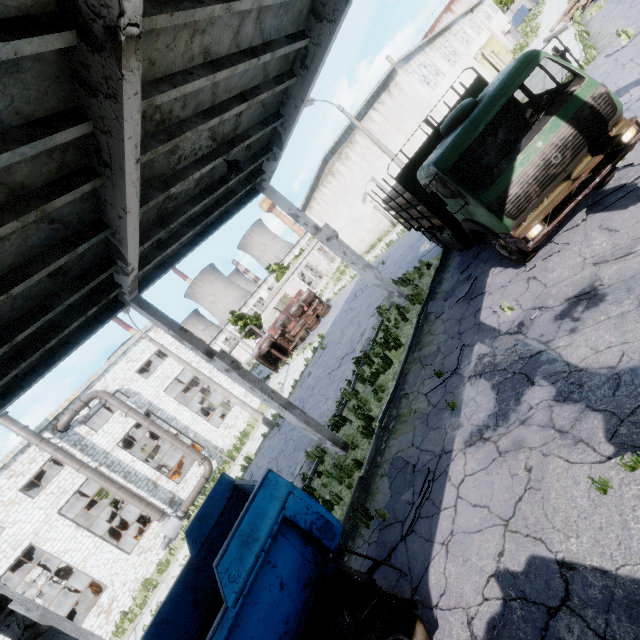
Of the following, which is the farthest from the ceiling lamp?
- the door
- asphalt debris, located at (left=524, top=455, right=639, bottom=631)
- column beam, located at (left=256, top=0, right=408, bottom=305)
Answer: the door

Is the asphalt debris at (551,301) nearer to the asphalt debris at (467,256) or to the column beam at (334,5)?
the asphalt debris at (467,256)

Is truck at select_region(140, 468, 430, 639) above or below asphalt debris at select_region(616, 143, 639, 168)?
above

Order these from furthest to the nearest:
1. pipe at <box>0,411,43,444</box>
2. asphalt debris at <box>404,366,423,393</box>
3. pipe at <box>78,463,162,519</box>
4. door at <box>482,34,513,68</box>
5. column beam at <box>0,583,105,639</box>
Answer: door at <box>482,34,513,68</box>, pipe at <box>78,463,162,519</box>, pipe at <box>0,411,43,444</box>, asphalt debris at <box>404,366,423,393</box>, column beam at <box>0,583,105,639</box>

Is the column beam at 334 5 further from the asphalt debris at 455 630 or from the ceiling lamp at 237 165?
the asphalt debris at 455 630

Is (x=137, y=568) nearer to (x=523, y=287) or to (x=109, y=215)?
(x=109, y=215)

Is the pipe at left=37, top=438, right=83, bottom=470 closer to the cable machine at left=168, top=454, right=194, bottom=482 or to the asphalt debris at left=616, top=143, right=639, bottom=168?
the cable machine at left=168, top=454, right=194, bottom=482

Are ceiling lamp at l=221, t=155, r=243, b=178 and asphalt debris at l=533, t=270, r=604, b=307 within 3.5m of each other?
no
